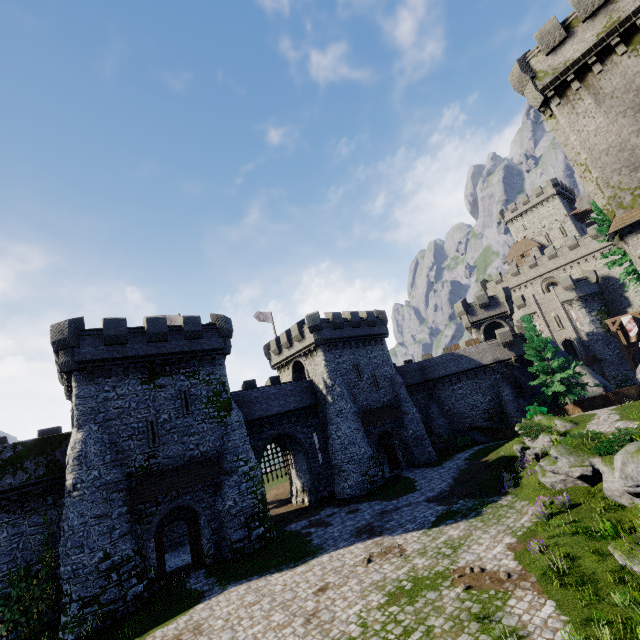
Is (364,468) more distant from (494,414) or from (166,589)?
(494,414)

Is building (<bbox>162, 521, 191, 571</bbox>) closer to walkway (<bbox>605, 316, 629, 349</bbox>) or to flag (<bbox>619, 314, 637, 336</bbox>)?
walkway (<bbox>605, 316, 629, 349</bbox>)

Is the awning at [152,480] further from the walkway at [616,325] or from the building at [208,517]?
the walkway at [616,325]

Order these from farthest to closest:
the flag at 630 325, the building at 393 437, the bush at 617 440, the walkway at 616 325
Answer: the walkway at 616 325 < the flag at 630 325 < the building at 393 437 < the bush at 617 440

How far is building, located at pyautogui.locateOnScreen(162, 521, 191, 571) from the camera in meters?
23.0 m

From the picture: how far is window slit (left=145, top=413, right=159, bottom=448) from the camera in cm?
2120

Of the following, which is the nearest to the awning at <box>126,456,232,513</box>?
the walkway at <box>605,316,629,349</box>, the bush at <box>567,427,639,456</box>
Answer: the bush at <box>567,427,639,456</box>
